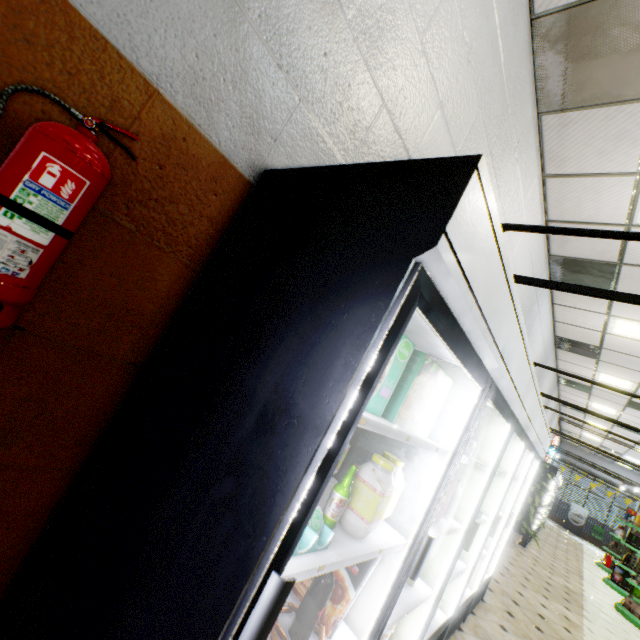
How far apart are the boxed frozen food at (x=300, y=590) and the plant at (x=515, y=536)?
8.94m

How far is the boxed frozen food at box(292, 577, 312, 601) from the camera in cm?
138

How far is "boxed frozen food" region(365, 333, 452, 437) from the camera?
1.1 meters

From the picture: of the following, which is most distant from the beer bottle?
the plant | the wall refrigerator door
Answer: the plant

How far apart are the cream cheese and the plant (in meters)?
9.48

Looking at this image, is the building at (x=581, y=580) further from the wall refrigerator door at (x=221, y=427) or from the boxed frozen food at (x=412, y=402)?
the boxed frozen food at (x=412, y=402)

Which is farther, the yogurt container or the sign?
the sign

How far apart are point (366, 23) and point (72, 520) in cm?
244
